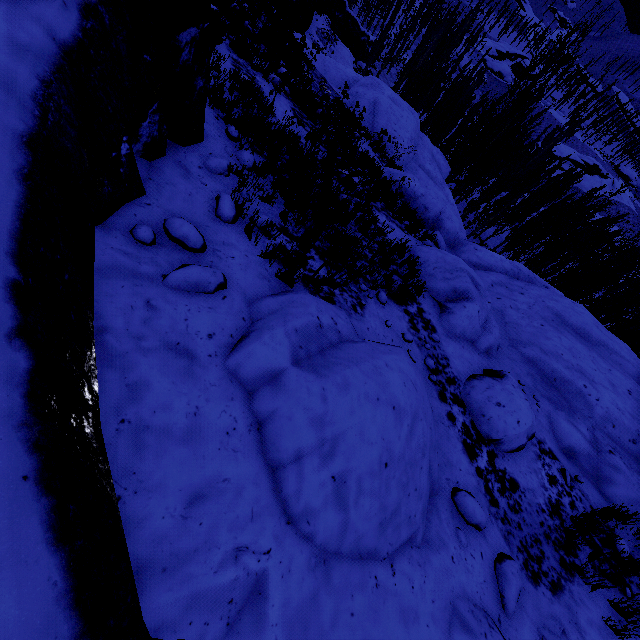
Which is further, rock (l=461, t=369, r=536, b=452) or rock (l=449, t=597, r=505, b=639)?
rock (l=461, t=369, r=536, b=452)

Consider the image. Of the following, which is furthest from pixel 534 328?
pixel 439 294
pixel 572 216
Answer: pixel 572 216

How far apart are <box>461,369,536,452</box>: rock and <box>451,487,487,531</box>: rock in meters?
1.4

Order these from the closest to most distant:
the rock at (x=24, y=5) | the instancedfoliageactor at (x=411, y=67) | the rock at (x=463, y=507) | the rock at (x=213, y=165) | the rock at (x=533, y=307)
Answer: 1. the rock at (x=24, y=5)
2. the rock at (x=463, y=507)
3. the rock at (x=213, y=165)
4. the rock at (x=533, y=307)
5. the instancedfoliageactor at (x=411, y=67)

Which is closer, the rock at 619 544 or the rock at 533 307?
the rock at 619 544

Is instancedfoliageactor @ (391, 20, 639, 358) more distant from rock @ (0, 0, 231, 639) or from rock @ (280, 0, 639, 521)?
rock @ (280, 0, 639, 521)

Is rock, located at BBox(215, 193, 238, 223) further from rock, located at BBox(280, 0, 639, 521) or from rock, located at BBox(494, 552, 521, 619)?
rock, located at BBox(280, 0, 639, 521)

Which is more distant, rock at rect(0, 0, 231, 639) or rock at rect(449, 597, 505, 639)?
rock at rect(449, 597, 505, 639)
